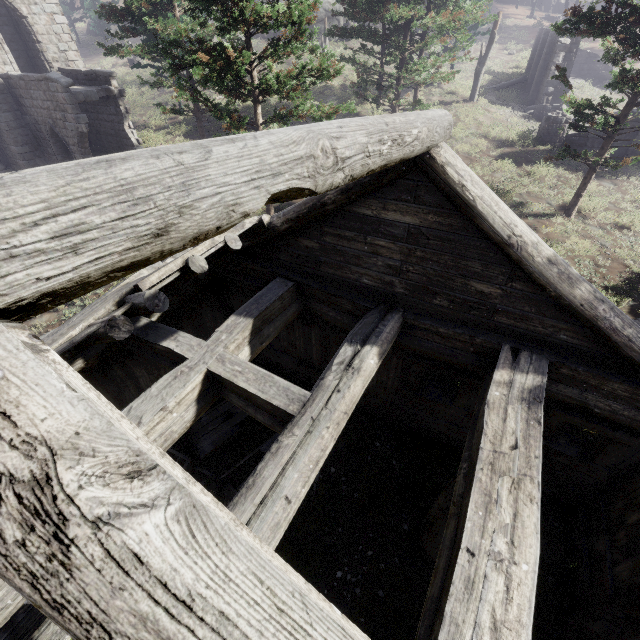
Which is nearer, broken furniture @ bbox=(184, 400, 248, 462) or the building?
the building

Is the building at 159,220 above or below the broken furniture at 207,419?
above

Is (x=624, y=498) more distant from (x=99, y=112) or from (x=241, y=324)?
(x=99, y=112)

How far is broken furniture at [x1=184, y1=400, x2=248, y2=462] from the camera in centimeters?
759cm

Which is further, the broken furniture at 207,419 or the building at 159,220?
the broken furniture at 207,419

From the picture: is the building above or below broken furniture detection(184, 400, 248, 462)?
above
